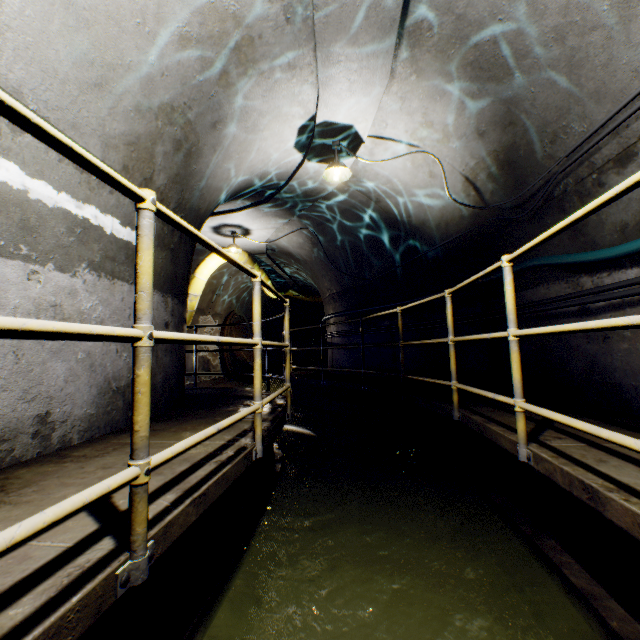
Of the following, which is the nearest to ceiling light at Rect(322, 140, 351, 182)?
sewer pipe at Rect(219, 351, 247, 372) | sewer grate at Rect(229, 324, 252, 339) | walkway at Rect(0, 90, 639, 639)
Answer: walkway at Rect(0, 90, 639, 639)

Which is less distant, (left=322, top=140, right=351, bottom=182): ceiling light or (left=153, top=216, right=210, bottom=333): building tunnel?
(left=153, top=216, right=210, bottom=333): building tunnel

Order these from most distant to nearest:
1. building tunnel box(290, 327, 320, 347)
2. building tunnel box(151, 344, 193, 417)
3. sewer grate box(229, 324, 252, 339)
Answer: building tunnel box(290, 327, 320, 347) → sewer grate box(229, 324, 252, 339) → building tunnel box(151, 344, 193, 417)

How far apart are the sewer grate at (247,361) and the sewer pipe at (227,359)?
0.01m

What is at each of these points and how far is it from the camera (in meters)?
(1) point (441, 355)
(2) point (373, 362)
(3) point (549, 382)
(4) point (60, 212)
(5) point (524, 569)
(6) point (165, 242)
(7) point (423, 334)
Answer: (1) building tunnel, 5.96
(2) building tunnel, 7.69
(3) building tunnel, 3.79
(4) building tunnel, 2.32
(5) building tunnel, 2.16
(6) building tunnel, 3.63
(7) building tunnel, 6.45

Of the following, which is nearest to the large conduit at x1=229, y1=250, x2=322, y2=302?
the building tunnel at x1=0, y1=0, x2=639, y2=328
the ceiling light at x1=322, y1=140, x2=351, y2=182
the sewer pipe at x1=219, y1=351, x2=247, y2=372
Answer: the building tunnel at x1=0, y1=0, x2=639, y2=328

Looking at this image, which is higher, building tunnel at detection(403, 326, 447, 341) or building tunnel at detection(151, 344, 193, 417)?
building tunnel at detection(403, 326, 447, 341)

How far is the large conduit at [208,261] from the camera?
8.6 meters
